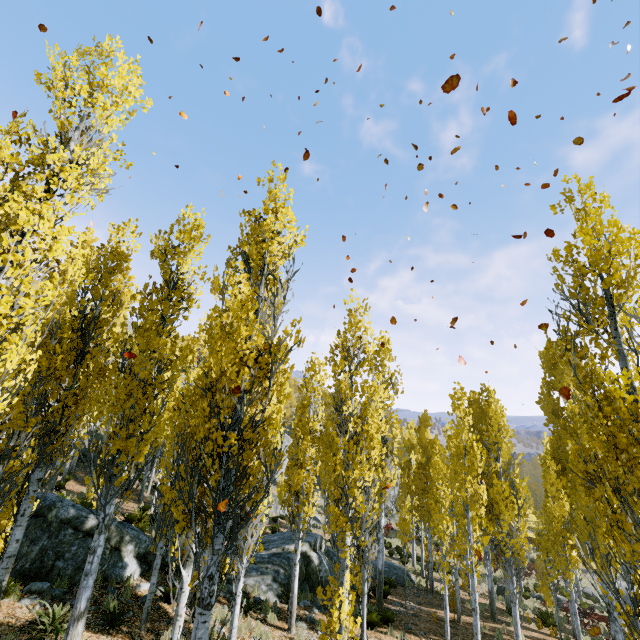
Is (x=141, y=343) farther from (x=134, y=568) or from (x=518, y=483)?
(x=518, y=483)

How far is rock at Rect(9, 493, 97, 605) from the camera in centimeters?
902cm

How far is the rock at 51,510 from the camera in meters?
9.0

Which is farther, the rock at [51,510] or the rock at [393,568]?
the rock at [393,568]

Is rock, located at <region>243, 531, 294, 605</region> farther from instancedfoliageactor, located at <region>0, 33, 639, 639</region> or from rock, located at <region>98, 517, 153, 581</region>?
instancedfoliageactor, located at <region>0, 33, 639, 639</region>

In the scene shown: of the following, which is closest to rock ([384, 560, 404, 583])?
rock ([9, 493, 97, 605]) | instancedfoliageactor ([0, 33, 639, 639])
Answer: rock ([9, 493, 97, 605])
